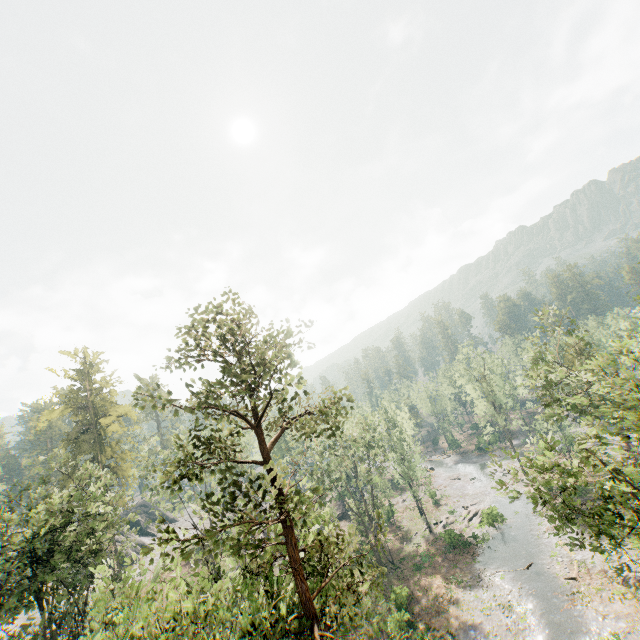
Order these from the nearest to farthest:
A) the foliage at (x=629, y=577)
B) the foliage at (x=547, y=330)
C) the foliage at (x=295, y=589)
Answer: the foliage at (x=295, y=589) < the foliage at (x=629, y=577) < the foliage at (x=547, y=330)

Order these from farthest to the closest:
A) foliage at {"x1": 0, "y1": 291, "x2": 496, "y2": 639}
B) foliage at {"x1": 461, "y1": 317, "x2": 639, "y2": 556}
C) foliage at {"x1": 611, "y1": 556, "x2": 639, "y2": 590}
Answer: foliage at {"x1": 461, "y1": 317, "x2": 639, "y2": 556}
foliage at {"x1": 611, "y1": 556, "x2": 639, "y2": 590}
foliage at {"x1": 0, "y1": 291, "x2": 496, "y2": 639}

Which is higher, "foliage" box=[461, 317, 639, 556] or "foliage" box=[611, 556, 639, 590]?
"foliage" box=[461, 317, 639, 556]

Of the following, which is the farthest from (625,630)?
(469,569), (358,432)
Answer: (358,432)

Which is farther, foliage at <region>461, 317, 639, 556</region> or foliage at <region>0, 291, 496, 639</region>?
foliage at <region>461, 317, 639, 556</region>

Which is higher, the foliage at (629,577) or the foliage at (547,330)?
the foliage at (547,330)
